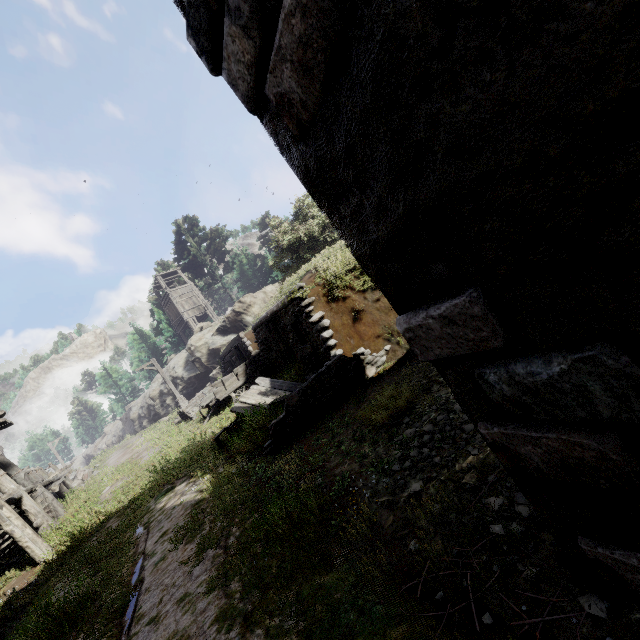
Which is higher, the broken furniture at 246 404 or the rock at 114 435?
the rock at 114 435

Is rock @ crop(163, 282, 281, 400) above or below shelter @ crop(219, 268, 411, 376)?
above

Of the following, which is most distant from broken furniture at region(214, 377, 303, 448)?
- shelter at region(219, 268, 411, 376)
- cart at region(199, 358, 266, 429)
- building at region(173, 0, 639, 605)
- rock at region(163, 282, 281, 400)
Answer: rock at region(163, 282, 281, 400)

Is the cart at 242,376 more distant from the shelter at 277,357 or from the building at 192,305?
the building at 192,305

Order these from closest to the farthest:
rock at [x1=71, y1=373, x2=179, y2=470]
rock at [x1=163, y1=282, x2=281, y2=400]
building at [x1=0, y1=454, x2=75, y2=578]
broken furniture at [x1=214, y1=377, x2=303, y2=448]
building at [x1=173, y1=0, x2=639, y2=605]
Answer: building at [x1=173, y1=0, x2=639, y2=605]
broken furniture at [x1=214, y1=377, x2=303, y2=448]
building at [x1=0, y1=454, x2=75, y2=578]
rock at [x1=163, y1=282, x2=281, y2=400]
rock at [x1=71, y1=373, x2=179, y2=470]

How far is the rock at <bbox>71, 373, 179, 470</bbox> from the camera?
31.1 meters

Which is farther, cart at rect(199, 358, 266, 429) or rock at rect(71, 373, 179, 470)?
rock at rect(71, 373, 179, 470)

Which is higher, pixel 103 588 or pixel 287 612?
pixel 103 588
